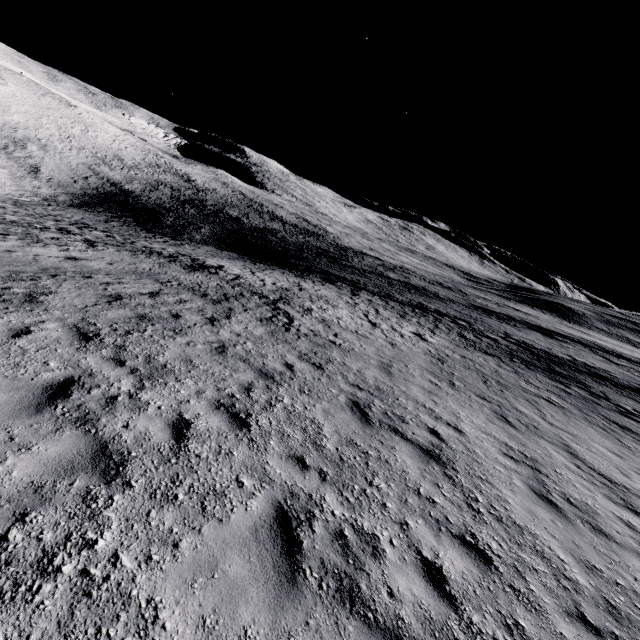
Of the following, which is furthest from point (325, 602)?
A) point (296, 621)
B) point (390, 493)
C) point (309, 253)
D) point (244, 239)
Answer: point (244, 239)
